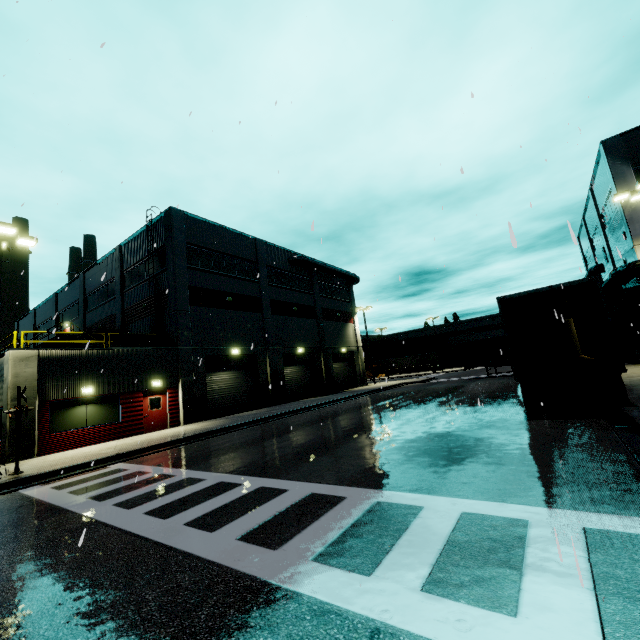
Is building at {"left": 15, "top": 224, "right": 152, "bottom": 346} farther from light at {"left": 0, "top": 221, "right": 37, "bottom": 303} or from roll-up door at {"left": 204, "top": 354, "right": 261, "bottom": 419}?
light at {"left": 0, "top": 221, "right": 37, "bottom": 303}

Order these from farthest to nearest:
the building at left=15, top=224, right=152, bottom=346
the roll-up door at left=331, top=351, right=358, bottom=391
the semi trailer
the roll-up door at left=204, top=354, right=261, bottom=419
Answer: the roll-up door at left=331, top=351, right=358, bottom=391 → the building at left=15, top=224, right=152, bottom=346 → the roll-up door at left=204, top=354, right=261, bottom=419 → the semi trailer

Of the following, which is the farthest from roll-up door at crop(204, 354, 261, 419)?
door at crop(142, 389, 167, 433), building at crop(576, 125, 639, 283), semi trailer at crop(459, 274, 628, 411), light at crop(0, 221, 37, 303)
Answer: light at crop(0, 221, 37, 303)

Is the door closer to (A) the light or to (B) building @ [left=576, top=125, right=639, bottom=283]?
(B) building @ [left=576, top=125, right=639, bottom=283]

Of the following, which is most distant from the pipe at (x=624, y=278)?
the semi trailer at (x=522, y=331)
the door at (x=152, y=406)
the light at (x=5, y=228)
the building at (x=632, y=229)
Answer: the light at (x=5, y=228)

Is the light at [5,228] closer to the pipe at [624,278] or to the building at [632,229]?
the building at [632,229]

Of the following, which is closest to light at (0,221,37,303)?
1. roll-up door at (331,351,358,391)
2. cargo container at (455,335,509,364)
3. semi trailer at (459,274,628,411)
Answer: semi trailer at (459,274,628,411)

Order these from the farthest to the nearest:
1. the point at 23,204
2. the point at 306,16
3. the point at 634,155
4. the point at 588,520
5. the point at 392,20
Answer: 1. the point at 634,155
2. the point at 306,16
3. the point at 392,20
4. the point at 23,204
5. the point at 588,520
